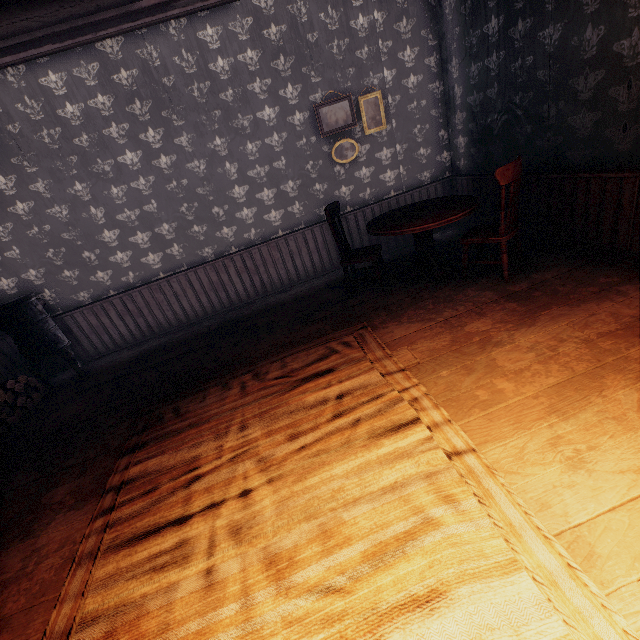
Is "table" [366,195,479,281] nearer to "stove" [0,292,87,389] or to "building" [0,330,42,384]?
"building" [0,330,42,384]

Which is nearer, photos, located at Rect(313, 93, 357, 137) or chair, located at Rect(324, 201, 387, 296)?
chair, located at Rect(324, 201, 387, 296)

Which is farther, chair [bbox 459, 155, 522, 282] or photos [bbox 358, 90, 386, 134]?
photos [bbox 358, 90, 386, 134]

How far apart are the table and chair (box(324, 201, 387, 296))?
0.37m

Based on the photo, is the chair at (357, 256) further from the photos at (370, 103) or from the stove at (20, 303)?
the stove at (20, 303)

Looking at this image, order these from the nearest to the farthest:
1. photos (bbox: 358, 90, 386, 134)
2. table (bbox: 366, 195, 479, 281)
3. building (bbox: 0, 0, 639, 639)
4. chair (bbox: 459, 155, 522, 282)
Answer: building (bbox: 0, 0, 639, 639) < chair (bbox: 459, 155, 522, 282) < table (bbox: 366, 195, 479, 281) < photos (bbox: 358, 90, 386, 134)

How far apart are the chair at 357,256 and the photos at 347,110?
1.3 meters

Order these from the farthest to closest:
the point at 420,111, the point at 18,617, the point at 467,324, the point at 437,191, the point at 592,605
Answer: the point at 437,191, the point at 420,111, the point at 467,324, the point at 18,617, the point at 592,605
